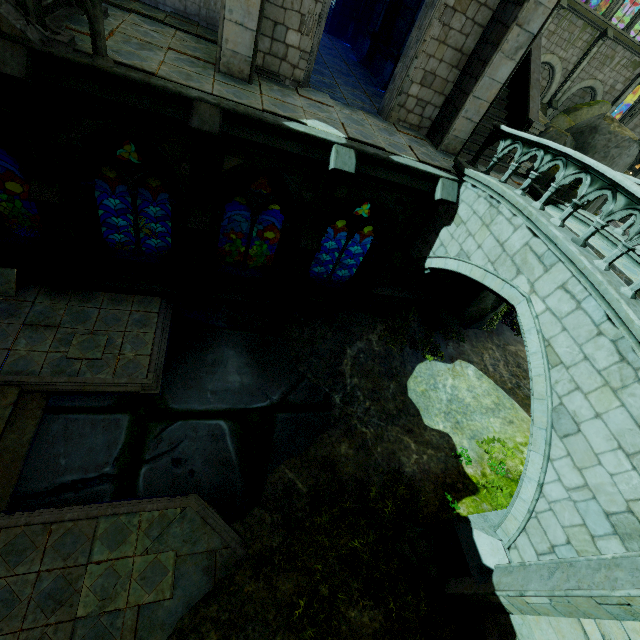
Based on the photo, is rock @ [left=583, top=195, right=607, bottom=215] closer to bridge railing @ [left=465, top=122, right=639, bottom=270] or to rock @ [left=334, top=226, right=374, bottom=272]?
rock @ [left=334, top=226, right=374, bottom=272]

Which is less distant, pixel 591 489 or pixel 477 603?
pixel 591 489

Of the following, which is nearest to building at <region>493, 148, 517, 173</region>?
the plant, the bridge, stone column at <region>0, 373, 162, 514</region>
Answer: the bridge

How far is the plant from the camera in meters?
7.5 m

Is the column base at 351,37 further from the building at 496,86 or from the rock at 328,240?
the rock at 328,240

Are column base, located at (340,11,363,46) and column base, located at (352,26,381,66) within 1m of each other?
no

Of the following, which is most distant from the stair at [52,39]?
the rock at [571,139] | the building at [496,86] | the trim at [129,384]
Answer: the rock at [571,139]

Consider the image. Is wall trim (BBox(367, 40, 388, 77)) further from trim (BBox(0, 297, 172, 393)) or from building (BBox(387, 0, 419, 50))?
trim (BBox(0, 297, 172, 393))
